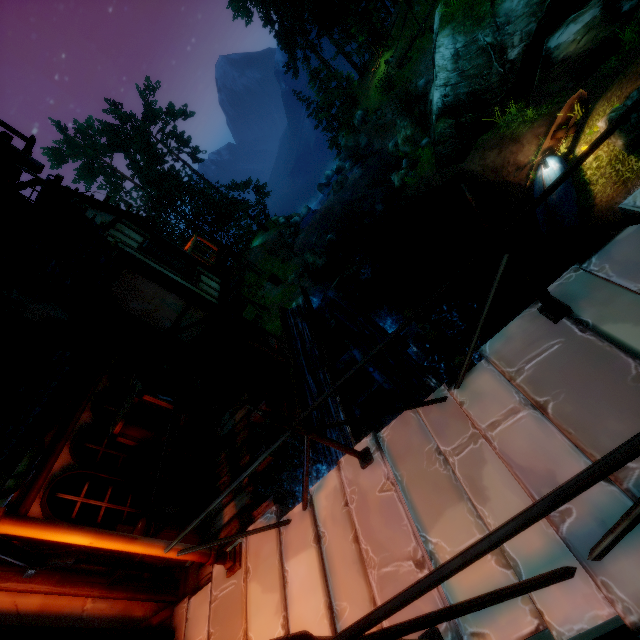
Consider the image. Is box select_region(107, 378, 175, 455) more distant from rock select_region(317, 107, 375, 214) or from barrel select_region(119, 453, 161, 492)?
rock select_region(317, 107, 375, 214)

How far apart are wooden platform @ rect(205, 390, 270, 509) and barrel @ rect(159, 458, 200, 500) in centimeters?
49cm

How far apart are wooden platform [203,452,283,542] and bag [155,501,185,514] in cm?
40

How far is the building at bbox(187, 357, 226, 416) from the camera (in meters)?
7.91

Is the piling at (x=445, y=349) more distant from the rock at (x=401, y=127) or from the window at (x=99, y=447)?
the rock at (x=401, y=127)

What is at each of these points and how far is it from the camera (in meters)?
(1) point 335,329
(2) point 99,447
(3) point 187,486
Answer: (1) waterwhell, 9.06
(2) window, 5.16
(3) barrel, 5.02

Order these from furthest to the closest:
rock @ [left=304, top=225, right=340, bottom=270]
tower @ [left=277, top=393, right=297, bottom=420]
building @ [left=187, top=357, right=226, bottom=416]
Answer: rock @ [left=304, top=225, right=340, bottom=270]
tower @ [left=277, top=393, right=297, bottom=420]
building @ [left=187, top=357, right=226, bottom=416]

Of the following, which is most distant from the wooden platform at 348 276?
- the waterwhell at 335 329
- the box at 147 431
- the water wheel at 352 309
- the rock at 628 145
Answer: the box at 147 431
